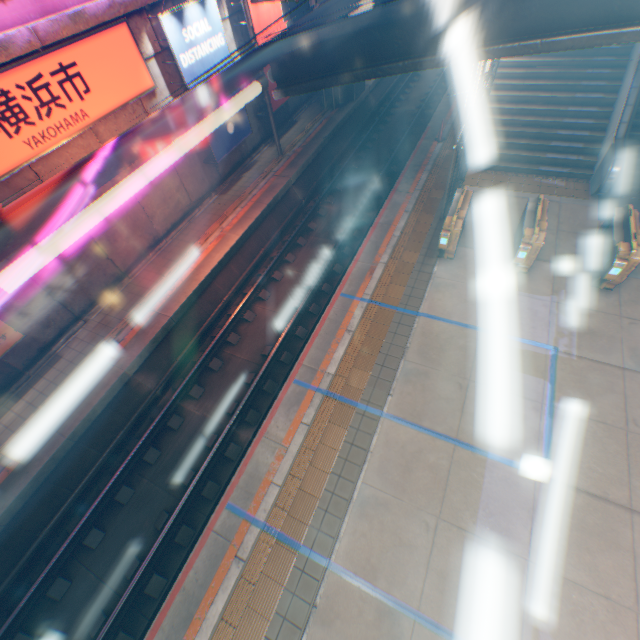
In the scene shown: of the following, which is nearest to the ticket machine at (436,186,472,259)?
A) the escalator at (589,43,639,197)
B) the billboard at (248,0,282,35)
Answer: the escalator at (589,43,639,197)

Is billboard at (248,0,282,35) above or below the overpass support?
above

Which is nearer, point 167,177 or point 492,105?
point 167,177

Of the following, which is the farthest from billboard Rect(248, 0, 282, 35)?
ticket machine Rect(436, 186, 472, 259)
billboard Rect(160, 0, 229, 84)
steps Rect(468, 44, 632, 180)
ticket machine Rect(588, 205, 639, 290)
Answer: ticket machine Rect(588, 205, 639, 290)

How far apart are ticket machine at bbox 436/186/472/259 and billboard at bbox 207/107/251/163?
9.0m

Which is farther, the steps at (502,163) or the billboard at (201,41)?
the steps at (502,163)

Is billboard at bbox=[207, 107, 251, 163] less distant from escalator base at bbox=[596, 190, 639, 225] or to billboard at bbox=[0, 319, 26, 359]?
billboard at bbox=[0, 319, 26, 359]

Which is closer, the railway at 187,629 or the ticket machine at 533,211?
the railway at 187,629
